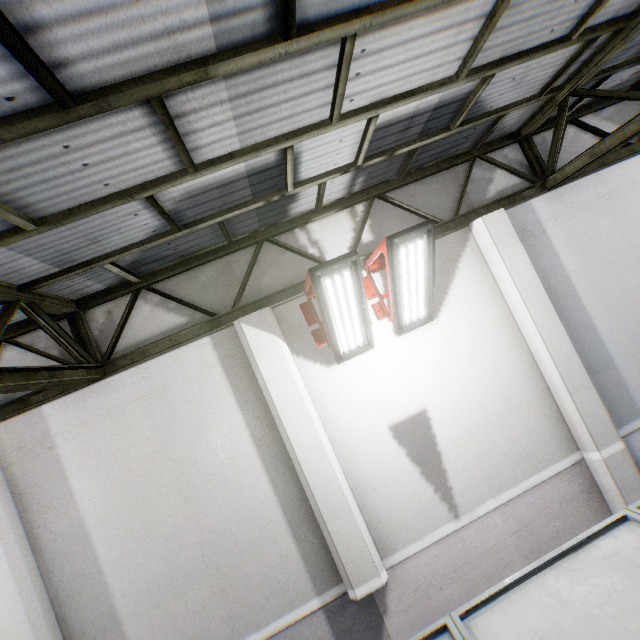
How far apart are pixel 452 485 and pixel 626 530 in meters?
2.0 m

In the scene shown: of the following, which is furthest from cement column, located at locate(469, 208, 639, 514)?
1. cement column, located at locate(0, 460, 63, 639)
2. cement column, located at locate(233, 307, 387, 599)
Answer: cement column, located at locate(0, 460, 63, 639)

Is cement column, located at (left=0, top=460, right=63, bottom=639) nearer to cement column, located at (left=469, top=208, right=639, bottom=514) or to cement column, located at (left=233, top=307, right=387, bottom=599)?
cement column, located at (left=233, top=307, right=387, bottom=599)

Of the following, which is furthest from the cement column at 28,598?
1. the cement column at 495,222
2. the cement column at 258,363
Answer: the cement column at 495,222

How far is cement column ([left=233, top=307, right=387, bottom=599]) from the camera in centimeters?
421cm

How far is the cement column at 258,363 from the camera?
4.2 meters
